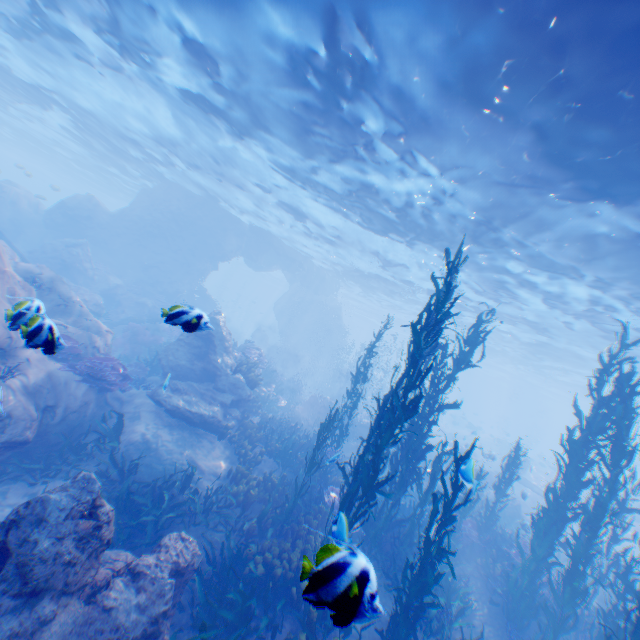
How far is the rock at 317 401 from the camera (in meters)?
19.53

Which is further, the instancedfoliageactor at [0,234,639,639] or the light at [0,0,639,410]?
the light at [0,0,639,410]

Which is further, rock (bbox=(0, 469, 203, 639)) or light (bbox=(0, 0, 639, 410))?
light (bbox=(0, 0, 639, 410))

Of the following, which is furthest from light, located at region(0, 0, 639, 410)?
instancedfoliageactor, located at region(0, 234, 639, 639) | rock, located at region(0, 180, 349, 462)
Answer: instancedfoliageactor, located at region(0, 234, 639, 639)

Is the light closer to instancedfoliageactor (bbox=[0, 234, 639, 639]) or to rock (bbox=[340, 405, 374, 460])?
rock (bbox=[340, 405, 374, 460])

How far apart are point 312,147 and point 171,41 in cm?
576
